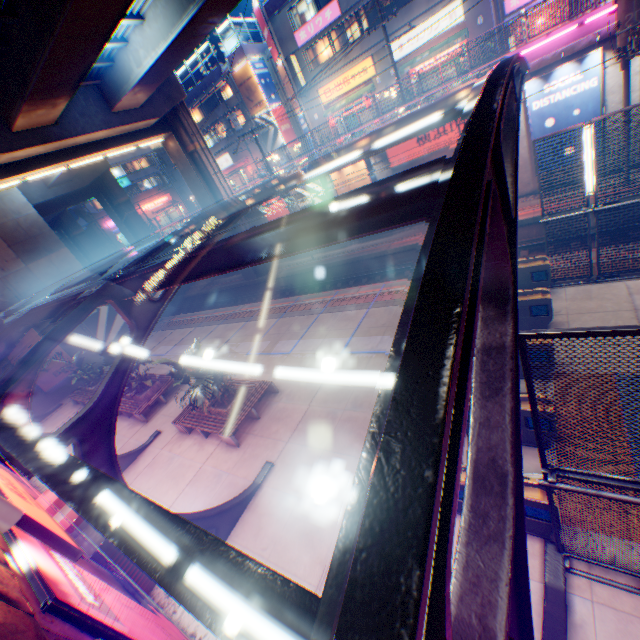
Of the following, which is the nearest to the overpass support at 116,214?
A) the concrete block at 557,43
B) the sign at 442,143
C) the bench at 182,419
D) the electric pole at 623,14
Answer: the concrete block at 557,43

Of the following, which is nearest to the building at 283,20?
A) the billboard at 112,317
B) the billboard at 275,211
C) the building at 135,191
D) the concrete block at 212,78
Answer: the concrete block at 212,78

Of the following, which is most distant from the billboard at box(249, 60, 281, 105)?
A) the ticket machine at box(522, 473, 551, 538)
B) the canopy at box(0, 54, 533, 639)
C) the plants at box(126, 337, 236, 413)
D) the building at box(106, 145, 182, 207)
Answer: the ticket machine at box(522, 473, 551, 538)

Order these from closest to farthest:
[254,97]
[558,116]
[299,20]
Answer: [558,116] → [299,20] → [254,97]

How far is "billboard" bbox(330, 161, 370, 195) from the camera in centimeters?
2075cm

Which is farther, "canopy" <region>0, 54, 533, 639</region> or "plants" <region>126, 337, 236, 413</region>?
"plants" <region>126, 337, 236, 413</region>

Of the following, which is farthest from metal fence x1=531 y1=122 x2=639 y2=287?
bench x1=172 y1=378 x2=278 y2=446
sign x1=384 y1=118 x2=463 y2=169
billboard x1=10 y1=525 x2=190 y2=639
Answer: bench x1=172 y1=378 x2=278 y2=446

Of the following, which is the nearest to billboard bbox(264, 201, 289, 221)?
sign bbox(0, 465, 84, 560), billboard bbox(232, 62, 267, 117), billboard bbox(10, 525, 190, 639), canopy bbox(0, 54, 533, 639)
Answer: canopy bbox(0, 54, 533, 639)
